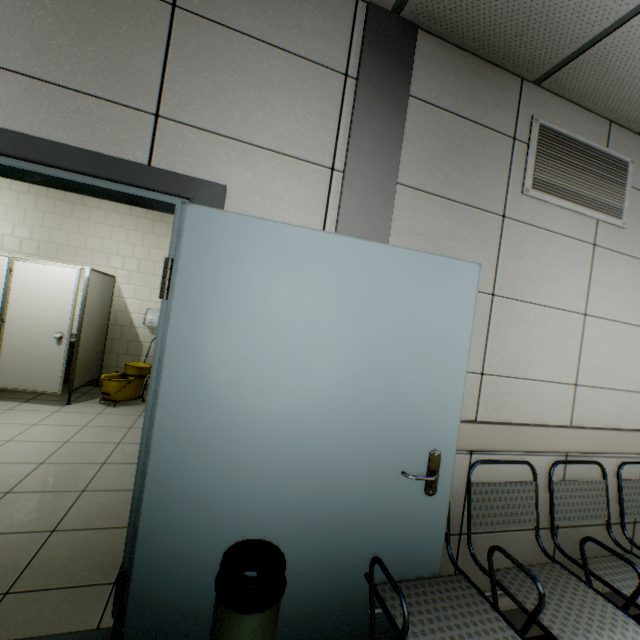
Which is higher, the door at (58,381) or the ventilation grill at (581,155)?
the ventilation grill at (581,155)

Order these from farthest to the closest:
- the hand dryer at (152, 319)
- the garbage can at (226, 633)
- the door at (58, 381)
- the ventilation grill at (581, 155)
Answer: the hand dryer at (152, 319) < the door at (58, 381) < the ventilation grill at (581, 155) < the garbage can at (226, 633)

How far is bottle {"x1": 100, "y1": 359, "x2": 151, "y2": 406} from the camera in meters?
4.7

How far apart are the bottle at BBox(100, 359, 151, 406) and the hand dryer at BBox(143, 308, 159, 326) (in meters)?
0.88

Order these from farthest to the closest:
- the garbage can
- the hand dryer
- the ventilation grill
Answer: the hand dryer
the ventilation grill
the garbage can

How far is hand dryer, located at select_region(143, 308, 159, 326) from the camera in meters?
5.7

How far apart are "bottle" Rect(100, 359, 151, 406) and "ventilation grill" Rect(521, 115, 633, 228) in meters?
5.3 m

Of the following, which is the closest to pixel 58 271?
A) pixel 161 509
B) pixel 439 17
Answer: pixel 161 509
